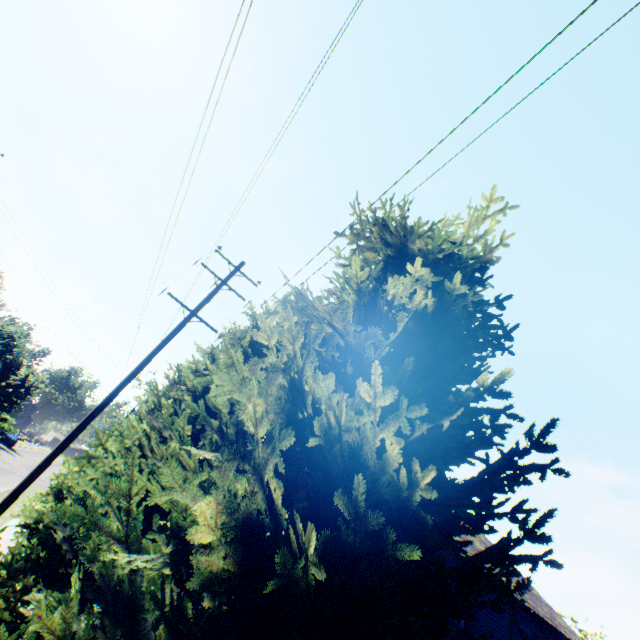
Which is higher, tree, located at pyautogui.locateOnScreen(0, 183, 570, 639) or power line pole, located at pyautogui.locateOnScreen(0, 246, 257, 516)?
tree, located at pyautogui.locateOnScreen(0, 183, 570, 639)

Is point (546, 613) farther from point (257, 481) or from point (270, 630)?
point (257, 481)

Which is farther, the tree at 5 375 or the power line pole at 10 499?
the tree at 5 375

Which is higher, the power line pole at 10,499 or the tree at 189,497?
the tree at 189,497

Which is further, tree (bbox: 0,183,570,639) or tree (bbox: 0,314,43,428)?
tree (bbox: 0,314,43,428)

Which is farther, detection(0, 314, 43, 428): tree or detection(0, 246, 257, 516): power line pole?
detection(0, 314, 43, 428): tree

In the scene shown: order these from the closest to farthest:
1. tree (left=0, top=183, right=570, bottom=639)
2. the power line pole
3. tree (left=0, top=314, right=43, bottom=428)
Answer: tree (left=0, top=183, right=570, bottom=639)
the power line pole
tree (left=0, top=314, right=43, bottom=428)
